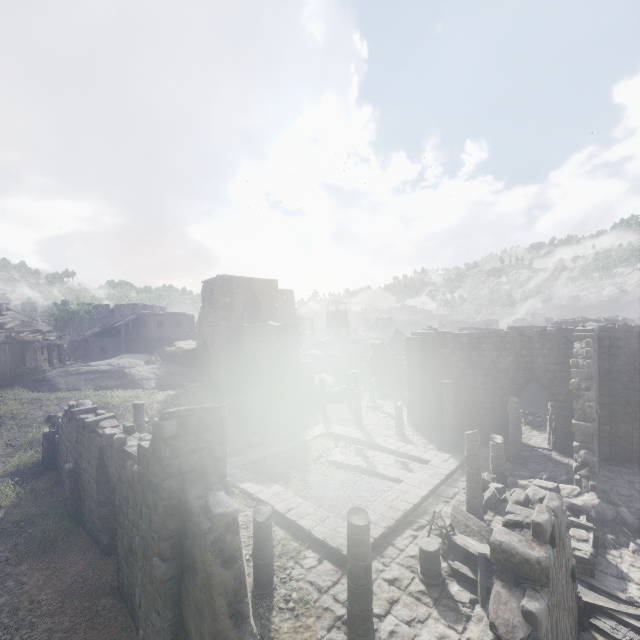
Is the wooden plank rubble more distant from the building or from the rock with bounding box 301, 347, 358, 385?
the rock with bounding box 301, 347, 358, 385

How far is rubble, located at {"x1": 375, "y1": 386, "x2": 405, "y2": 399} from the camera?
32.8m

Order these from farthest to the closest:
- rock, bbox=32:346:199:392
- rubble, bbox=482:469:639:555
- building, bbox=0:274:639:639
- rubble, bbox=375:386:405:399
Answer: rubble, bbox=375:386:405:399, rock, bbox=32:346:199:392, rubble, bbox=482:469:639:555, building, bbox=0:274:639:639

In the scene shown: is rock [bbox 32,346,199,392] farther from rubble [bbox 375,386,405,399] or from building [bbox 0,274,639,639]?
rubble [bbox 375,386,405,399]

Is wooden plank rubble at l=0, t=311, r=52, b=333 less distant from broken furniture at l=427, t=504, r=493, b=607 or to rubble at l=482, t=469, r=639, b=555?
broken furniture at l=427, t=504, r=493, b=607

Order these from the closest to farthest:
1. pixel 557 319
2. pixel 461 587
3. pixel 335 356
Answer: pixel 461 587, pixel 335 356, pixel 557 319

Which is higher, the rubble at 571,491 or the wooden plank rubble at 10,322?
the wooden plank rubble at 10,322

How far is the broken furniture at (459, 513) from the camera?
8.6 meters
